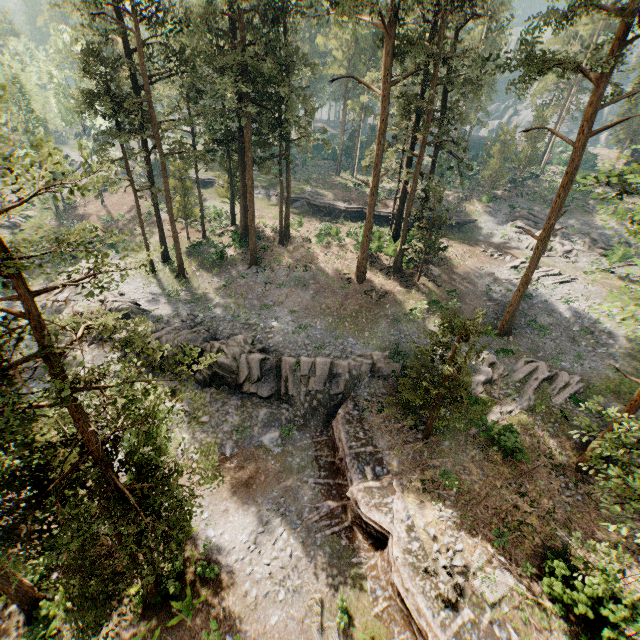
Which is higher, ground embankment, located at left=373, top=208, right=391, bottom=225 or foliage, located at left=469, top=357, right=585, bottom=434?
ground embankment, located at left=373, top=208, right=391, bottom=225

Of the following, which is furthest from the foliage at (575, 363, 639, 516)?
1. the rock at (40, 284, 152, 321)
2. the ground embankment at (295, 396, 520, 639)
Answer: the rock at (40, 284, 152, 321)

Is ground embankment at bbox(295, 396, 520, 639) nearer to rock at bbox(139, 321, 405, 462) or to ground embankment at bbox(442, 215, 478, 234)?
rock at bbox(139, 321, 405, 462)

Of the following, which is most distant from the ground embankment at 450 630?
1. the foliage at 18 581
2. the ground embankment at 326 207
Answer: the ground embankment at 326 207

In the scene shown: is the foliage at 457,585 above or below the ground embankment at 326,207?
below

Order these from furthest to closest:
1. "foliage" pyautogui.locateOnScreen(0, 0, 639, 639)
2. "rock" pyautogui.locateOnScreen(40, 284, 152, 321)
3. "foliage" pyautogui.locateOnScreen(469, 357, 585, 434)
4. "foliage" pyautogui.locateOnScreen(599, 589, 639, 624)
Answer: "rock" pyautogui.locateOnScreen(40, 284, 152, 321), "foliage" pyautogui.locateOnScreen(469, 357, 585, 434), "foliage" pyautogui.locateOnScreen(599, 589, 639, 624), "foliage" pyautogui.locateOnScreen(0, 0, 639, 639)

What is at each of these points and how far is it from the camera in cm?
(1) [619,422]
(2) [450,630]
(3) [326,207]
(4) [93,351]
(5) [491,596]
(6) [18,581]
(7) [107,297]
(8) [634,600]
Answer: (1) foliage, 1706
(2) ground embankment, 1290
(3) ground embankment, 4441
(4) rock, 2536
(5) foliage, 1378
(6) foliage, 1244
(7) rock, 2662
(8) foliage, 1066

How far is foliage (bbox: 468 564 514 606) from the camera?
13.7m
